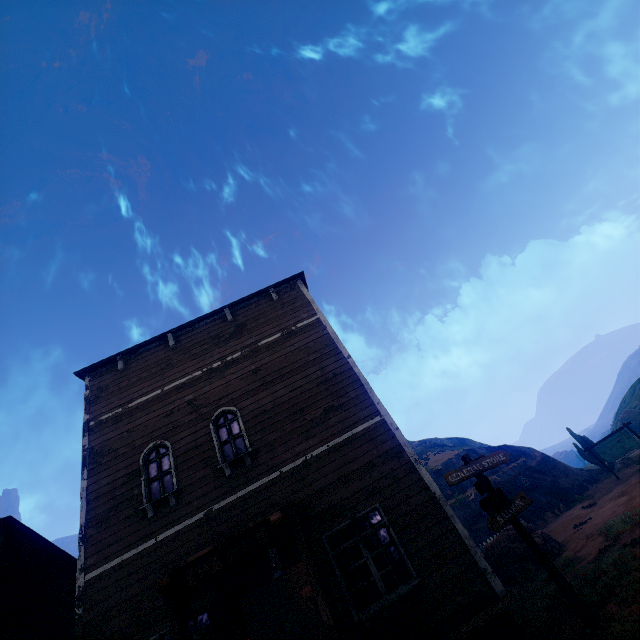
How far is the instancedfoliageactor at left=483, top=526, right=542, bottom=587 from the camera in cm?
1094

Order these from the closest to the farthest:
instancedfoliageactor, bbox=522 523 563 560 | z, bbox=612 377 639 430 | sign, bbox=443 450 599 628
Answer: sign, bbox=443 450 599 628 < instancedfoliageactor, bbox=522 523 563 560 < z, bbox=612 377 639 430

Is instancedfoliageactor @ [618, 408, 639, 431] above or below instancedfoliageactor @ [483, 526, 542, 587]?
above

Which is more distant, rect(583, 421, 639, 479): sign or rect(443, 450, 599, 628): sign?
rect(583, 421, 639, 479): sign

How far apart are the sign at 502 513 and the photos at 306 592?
7.9m

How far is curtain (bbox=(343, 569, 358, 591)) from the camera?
6.49m

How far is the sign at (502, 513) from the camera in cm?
579

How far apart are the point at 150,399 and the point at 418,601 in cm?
855
